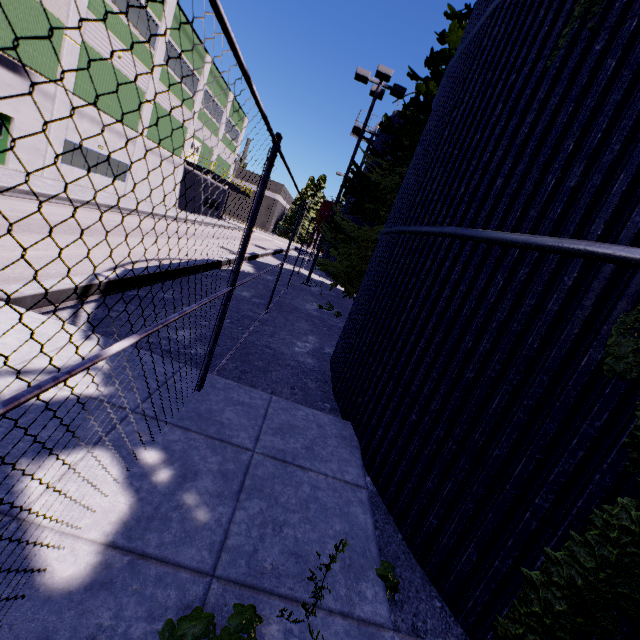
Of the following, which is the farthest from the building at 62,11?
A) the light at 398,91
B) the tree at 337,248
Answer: the light at 398,91

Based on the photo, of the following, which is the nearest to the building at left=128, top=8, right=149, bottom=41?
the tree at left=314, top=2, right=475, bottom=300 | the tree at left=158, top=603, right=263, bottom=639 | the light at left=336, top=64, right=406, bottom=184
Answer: the tree at left=314, top=2, right=475, bottom=300

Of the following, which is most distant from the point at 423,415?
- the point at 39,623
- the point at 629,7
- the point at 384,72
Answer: the point at 384,72

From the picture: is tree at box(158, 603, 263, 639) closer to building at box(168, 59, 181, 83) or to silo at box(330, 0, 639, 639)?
silo at box(330, 0, 639, 639)

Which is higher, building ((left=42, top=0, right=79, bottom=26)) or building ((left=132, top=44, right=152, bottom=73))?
building ((left=132, top=44, right=152, bottom=73))

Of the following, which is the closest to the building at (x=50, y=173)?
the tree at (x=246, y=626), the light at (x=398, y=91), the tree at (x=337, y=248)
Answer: the tree at (x=337, y=248)

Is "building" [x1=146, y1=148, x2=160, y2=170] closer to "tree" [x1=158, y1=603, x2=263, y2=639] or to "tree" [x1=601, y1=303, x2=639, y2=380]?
Answer: "tree" [x1=601, y1=303, x2=639, y2=380]
